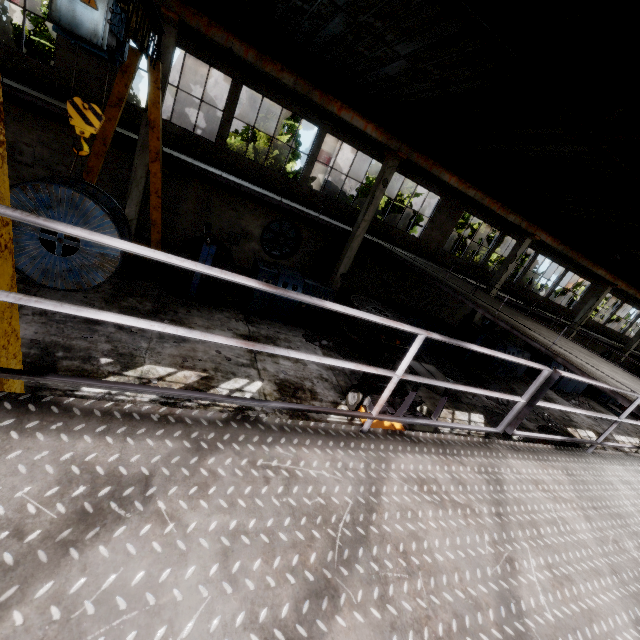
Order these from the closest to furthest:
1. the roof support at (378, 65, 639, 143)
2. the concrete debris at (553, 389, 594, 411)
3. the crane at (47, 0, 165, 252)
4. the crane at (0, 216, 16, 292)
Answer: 1. the crane at (0, 216, 16, 292)
2. the crane at (47, 0, 165, 252)
3. the roof support at (378, 65, 639, 143)
4. the concrete debris at (553, 389, 594, 411)

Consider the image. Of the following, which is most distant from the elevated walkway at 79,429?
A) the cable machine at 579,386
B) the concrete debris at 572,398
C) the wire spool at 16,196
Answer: the wire spool at 16,196

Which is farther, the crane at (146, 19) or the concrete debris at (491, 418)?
the concrete debris at (491, 418)

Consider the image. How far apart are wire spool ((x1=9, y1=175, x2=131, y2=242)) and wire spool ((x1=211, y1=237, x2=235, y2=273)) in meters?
3.5

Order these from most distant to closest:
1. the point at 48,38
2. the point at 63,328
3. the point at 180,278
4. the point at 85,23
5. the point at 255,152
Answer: the point at 255,152 < the point at 48,38 < the point at 180,278 < the point at 63,328 < the point at 85,23

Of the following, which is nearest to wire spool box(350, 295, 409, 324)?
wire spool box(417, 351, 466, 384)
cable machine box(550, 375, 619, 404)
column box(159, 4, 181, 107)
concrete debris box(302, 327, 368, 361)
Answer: concrete debris box(302, 327, 368, 361)

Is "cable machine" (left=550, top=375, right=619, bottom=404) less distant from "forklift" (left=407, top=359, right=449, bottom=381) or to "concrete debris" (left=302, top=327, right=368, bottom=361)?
"concrete debris" (left=302, top=327, right=368, bottom=361)

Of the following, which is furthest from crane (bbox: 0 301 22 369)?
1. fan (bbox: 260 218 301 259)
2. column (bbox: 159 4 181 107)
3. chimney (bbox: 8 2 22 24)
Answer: chimney (bbox: 8 2 22 24)
